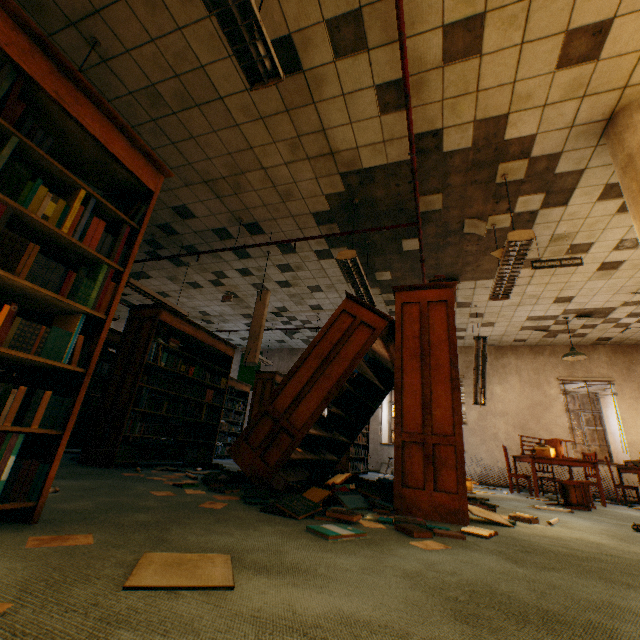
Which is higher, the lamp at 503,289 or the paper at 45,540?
the lamp at 503,289

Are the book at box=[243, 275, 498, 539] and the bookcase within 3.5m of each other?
yes

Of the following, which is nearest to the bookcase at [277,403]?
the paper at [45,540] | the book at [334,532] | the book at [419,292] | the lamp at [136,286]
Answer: the book at [419,292]

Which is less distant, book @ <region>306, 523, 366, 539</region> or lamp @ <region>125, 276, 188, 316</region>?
book @ <region>306, 523, 366, 539</region>

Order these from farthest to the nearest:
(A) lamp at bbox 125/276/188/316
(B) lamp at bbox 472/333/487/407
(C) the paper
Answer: (B) lamp at bbox 472/333/487/407 < (A) lamp at bbox 125/276/188/316 < (C) the paper

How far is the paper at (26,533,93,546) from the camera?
1.3m

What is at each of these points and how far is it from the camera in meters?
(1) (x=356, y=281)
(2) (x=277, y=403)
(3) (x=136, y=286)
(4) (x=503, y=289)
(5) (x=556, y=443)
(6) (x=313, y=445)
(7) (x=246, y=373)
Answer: (1) lamp, 4.8
(2) bookcase, 3.5
(3) lamp, 5.8
(4) lamp, 4.6
(5) chair, 6.7
(6) book, 4.2
(7) banner, 12.6

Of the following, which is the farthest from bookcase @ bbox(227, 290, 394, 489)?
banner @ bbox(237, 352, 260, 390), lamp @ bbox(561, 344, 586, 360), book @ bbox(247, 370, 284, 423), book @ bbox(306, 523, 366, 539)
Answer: banner @ bbox(237, 352, 260, 390)
